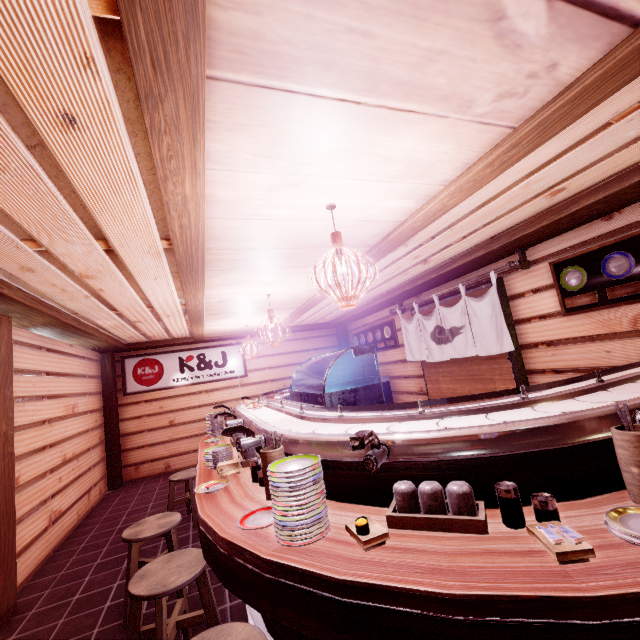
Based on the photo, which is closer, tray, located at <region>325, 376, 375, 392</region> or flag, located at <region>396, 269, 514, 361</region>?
tray, located at <region>325, 376, 375, 392</region>

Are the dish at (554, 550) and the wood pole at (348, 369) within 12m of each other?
no

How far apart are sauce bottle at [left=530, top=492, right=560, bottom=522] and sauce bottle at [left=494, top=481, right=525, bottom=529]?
0.1m

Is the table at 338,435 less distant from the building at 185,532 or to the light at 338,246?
the building at 185,532

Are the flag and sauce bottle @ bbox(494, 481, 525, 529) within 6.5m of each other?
yes

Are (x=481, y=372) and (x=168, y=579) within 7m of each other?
no

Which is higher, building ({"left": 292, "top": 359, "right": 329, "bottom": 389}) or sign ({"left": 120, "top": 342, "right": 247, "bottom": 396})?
sign ({"left": 120, "top": 342, "right": 247, "bottom": 396})

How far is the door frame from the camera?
7.5 meters
